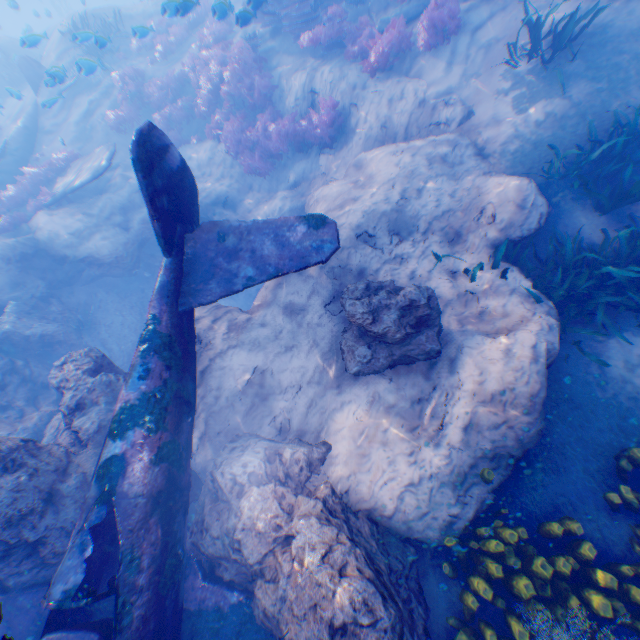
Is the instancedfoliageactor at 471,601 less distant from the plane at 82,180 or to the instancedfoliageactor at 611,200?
the plane at 82,180

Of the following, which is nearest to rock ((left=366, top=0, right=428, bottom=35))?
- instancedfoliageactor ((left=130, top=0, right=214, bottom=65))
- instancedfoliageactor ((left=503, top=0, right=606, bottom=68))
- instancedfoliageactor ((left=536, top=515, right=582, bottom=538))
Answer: instancedfoliageactor ((left=536, top=515, right=582, bottom=538))

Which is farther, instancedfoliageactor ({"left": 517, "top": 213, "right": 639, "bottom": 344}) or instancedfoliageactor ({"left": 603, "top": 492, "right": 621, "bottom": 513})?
instancedfoliageactor ({"left": 517, "top": 213, "right": 639, "bottom": 344})

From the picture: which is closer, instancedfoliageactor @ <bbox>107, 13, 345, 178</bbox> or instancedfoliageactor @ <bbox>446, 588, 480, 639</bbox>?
instancedfoliageactor @ <bbox>446, 588, 480, 639</bbox>

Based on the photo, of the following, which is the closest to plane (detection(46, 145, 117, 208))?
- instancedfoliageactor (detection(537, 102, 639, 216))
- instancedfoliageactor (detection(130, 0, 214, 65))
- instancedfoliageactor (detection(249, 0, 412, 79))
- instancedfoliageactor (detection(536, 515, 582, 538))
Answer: instancedfoliageactor (detection(536, 515, 582, 538))

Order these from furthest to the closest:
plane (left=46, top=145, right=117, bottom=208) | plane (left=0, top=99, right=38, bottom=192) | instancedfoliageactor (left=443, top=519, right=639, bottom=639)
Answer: plane (left=0, top=99, right=38, bottom=192) < plane (left=46, top=145, right=117, bottom=208) < instancedfoliageactor (left=443, top=519, right=639, bottom=639)

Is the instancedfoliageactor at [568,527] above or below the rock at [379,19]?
below

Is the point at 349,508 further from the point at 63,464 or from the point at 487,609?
the point at 63,464
